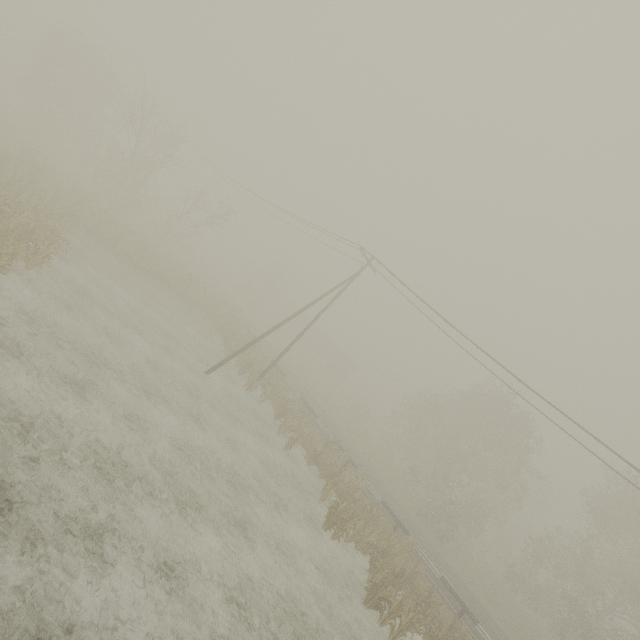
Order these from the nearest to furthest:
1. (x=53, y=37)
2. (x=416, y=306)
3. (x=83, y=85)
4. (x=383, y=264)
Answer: (x=416, y=306) < (x=383, y=264) < (x=53, y=37) < (x=83, y=85)

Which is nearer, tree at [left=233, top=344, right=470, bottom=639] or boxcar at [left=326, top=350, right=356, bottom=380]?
tree at [left=233, top=344, right=470, bottom=639]

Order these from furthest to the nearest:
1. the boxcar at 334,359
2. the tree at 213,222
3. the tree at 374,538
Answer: the boxcar at 334,359 → the tree at 213,222 → the tree at 374,538

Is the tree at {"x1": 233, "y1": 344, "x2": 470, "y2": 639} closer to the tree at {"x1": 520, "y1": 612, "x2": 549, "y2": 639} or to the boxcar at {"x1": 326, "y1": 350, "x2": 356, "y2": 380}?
the tree at {"x1": 520, "y1": 612, "x2": 549, "y2": 639}

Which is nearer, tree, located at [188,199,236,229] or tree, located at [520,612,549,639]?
tree, located at [520,612,549,639]

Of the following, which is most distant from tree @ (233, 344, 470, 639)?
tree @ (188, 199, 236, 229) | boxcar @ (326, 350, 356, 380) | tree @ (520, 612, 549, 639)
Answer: boxcar @ (326, 350, 356, 380)

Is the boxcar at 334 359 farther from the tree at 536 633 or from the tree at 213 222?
the tree at 536 633

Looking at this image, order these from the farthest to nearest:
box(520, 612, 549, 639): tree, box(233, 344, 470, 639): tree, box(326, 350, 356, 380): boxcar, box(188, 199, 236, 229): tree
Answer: box(326, 350, 356, 380): boxcar < box(188, 199, 236, 229): tree < box(520, 612, 549, 639): tree < box(233, 344, 470, 639): tree
